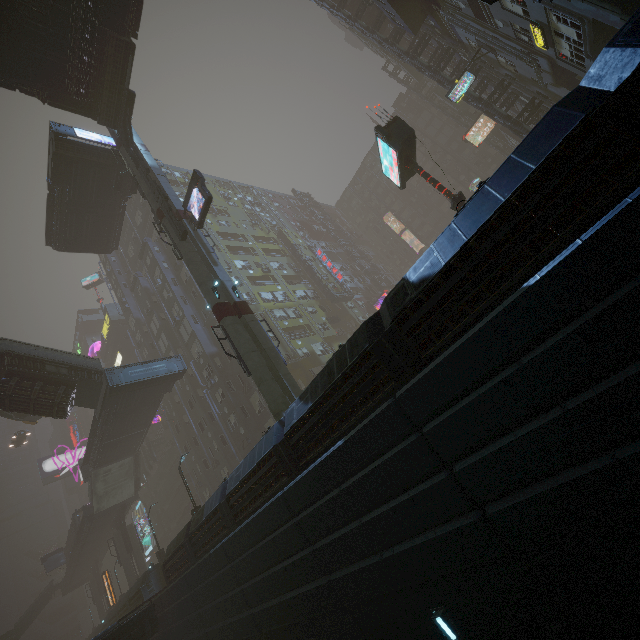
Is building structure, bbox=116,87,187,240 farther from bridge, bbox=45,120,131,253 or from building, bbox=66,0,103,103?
building, bbox=66,0,103,103

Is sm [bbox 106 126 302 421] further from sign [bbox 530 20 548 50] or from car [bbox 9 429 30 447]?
sign [bbox 530 20 548 50]

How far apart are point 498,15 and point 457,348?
22.0m

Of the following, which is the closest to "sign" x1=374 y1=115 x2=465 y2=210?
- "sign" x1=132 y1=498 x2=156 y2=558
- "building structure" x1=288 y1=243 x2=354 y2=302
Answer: "building structure" x1=288 y1=243 x2=354 y2=302

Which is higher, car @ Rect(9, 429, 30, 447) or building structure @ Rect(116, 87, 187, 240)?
car @ Rect(9, 429, 30, 447)

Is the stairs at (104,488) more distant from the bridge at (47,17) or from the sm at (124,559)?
the bridge at (47,17)

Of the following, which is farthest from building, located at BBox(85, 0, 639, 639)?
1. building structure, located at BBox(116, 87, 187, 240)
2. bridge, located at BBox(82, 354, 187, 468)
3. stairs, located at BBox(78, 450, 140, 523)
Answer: building structure, located at BBox(116, 87, 187, 240)

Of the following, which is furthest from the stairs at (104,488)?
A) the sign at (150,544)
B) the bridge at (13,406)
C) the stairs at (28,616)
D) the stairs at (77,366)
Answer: the stairs at (28,616)
